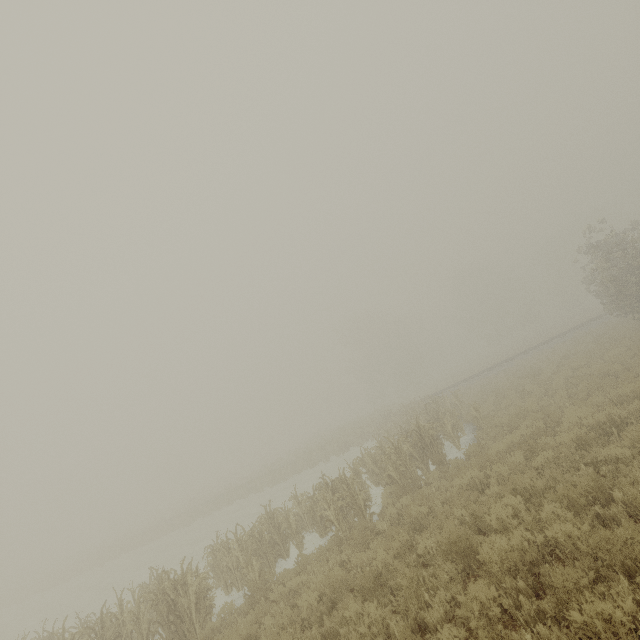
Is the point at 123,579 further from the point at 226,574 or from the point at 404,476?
the point at 404,476
